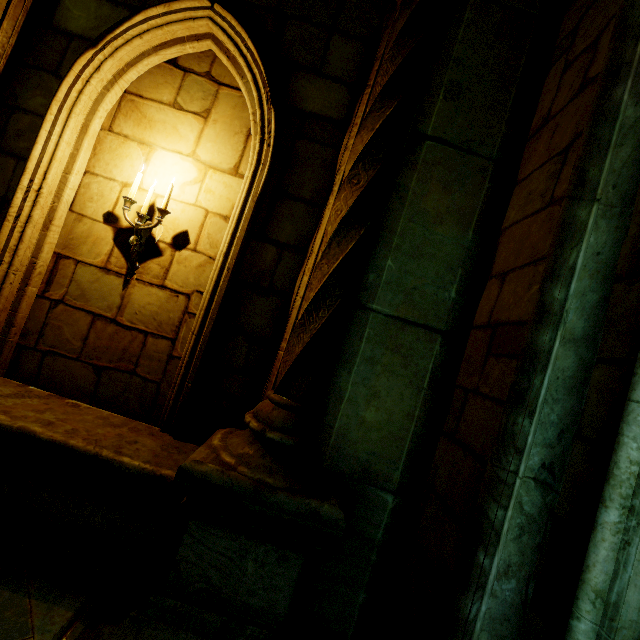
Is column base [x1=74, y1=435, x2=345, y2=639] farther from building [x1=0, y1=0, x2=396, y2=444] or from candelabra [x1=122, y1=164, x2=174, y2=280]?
candelabra [x1=122, y1=164, x2=174, y2=280]

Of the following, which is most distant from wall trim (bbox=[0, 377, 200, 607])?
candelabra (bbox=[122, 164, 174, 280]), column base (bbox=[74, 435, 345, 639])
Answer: candelabra (bbox=[122, 164, 174, 280])

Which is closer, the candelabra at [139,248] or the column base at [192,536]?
the column base at [192,536]

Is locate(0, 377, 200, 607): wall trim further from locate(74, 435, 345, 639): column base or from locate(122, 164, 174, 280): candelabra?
locate(122, 164, 174, 280): candelabra

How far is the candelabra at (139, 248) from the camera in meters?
3.0 m

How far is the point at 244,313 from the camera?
2.9 meters

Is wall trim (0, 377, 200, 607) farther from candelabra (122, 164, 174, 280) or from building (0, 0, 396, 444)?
candelabra (122, 164, 174, 280)

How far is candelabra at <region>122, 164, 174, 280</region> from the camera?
3.0m
